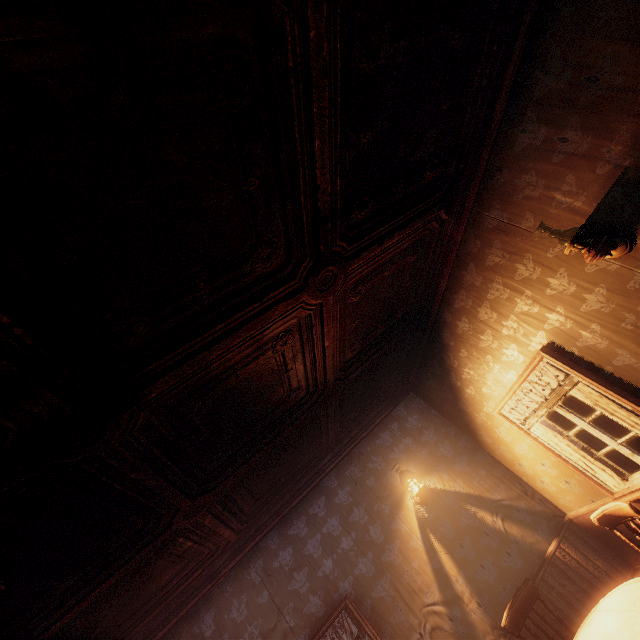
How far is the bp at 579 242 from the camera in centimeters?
259cm

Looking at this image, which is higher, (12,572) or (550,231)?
(12,572)

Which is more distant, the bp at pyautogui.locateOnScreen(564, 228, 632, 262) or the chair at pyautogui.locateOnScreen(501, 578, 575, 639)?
the chair at pyautogui.locateOnScreen(501, 578, 575, 639)

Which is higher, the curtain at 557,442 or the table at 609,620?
the curtain at 557,442

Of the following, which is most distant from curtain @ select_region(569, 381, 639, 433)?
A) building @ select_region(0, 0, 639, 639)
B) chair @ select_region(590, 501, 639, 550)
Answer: chair @ select_region(590, 501, 639, 550)

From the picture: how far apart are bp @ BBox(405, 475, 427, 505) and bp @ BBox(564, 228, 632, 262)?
3.86m

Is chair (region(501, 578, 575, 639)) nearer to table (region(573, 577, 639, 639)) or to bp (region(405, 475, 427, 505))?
table (region(573, 577, 639, 639))

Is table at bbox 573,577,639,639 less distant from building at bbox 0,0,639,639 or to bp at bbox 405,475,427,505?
building at bbox 0,0,639,639
